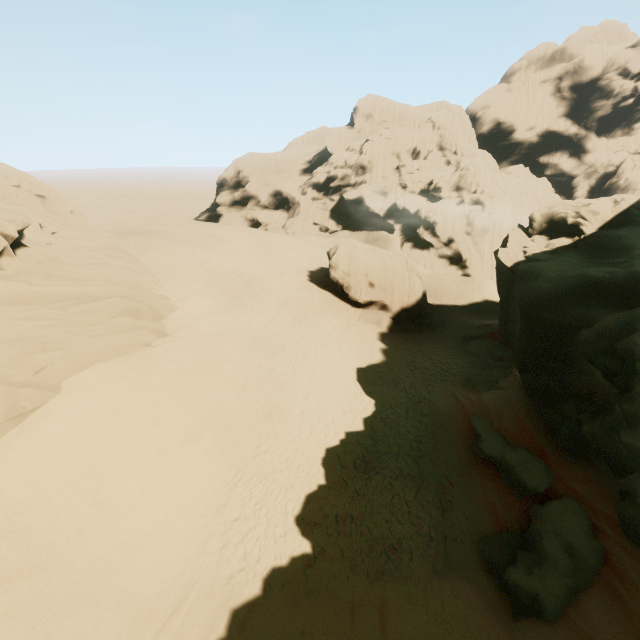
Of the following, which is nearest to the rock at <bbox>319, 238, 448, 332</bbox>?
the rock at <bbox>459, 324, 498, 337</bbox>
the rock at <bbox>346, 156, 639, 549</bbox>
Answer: the rock at <bbox>459, 324, 498, 337</bbox>

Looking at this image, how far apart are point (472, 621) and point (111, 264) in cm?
2395

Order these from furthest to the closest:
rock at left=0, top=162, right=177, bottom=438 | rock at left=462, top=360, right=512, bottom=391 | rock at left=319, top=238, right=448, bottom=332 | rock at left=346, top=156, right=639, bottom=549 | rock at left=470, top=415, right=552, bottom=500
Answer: rock at left=319, top=238, right=448, bottom=332, rock at left=462, top=360, right=512, bottom=391, rock at left=470, top=415, right=552, bottom=500, rock at left=0, top=162, right=177, bottom=438, rock at left=346, top=156, right=639, bottom=549

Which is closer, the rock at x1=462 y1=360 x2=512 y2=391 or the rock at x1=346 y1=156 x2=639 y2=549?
the rock at x1=346 y1=156 x2=639 y2=549

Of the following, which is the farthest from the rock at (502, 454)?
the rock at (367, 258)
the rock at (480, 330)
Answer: the rock at (367, 258)

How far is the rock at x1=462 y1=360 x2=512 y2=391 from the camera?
17.6m

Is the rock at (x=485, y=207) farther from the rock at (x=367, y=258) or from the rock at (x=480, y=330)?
the rock at (x=367, y=258)
